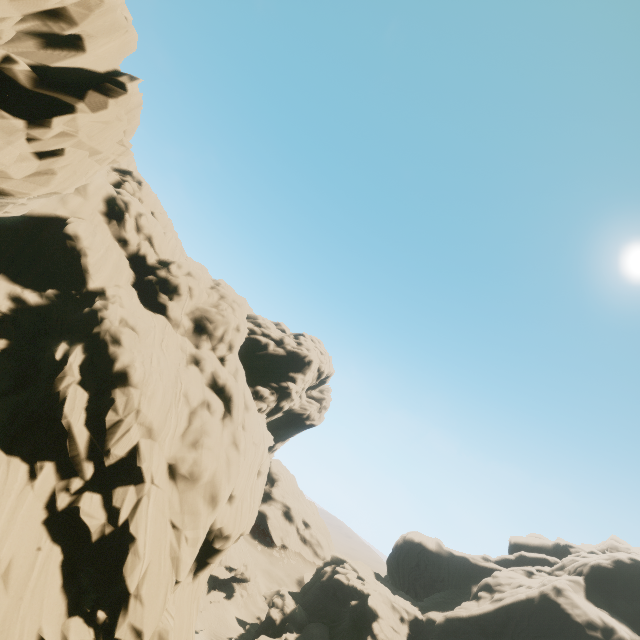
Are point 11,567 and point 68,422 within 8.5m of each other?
yes

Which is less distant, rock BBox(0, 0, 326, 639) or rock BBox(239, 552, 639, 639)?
rock BBox(0, 0, 326, 639)

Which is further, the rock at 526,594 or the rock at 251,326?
the rock at 526,594
